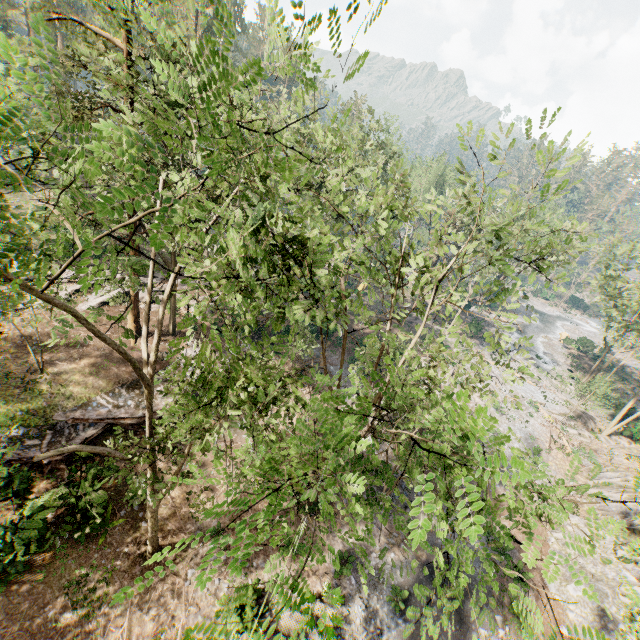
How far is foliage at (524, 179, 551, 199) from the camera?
8.1m

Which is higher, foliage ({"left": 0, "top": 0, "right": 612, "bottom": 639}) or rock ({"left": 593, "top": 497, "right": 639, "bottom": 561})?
foliage ({"left": 0, "top": 0, "right": 612, "bottom": 639})

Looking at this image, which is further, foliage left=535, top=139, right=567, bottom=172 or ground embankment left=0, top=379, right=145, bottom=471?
ground embankment left=0, top=379, right=145, bottom=471

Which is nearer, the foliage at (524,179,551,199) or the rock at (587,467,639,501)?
the foliage at (524,179,551,199)

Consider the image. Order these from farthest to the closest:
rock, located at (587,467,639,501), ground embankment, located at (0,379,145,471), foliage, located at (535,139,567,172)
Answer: rock, located at (587,467,639,501), ground embankment, located at (0,379,145,471), foliage, located at (535,139,567,172)

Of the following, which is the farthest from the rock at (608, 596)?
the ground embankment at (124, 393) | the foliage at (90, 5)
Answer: the ground embankment at (124, 393)

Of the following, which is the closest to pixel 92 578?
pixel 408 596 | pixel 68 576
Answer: pixel 68 576
